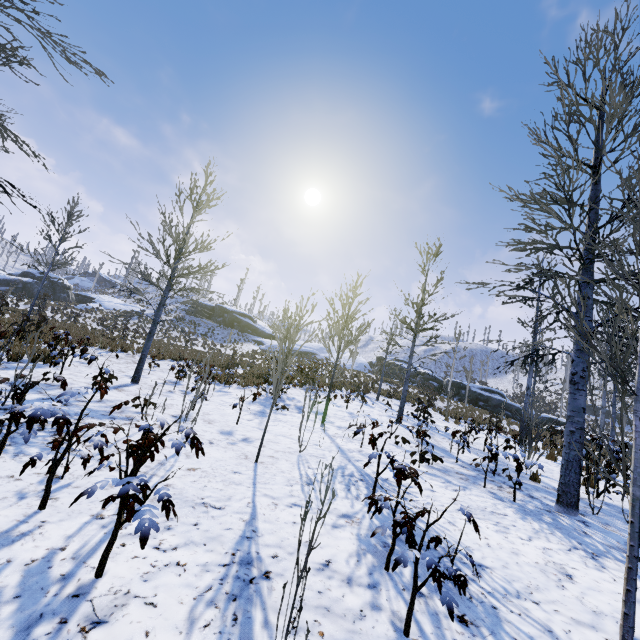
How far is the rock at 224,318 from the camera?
43.8m

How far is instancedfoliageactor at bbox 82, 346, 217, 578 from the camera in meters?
2.0 m

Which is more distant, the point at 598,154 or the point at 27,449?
the point at 598,154

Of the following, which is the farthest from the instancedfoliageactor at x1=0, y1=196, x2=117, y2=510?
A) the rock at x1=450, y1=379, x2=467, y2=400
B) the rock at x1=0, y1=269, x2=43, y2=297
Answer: the rock at x1=0, y1=269, x2=43, y2=297

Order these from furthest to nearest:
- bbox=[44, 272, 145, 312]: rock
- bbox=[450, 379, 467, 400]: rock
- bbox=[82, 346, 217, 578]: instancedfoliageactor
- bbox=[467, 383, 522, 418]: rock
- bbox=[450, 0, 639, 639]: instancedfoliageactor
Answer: bbox=[44, 272, 145, 312]: rock → bbox=[450, 379, 467, 400]: rock → bbox=[467, 383, 522, 418]: rock → bbox=[450, 0, 639, 639]: instancedfoliageactor → bbox=[82, 346, 217, 578]: instancedfoliageactor

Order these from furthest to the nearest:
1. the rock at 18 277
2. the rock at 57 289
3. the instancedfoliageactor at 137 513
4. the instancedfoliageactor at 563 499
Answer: the rock at 57 289 < the rock at 18 277 < the instancedfoliageactor at 563 499 < the instancedfoliageactor at 137 513

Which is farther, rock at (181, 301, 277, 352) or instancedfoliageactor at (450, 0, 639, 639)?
rock at (181, 301, 277, 352)

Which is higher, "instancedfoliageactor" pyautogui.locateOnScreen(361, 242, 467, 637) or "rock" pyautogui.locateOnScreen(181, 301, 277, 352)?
"rock" pyautogui.locateOnScreen(181, 301, 277, 352)
